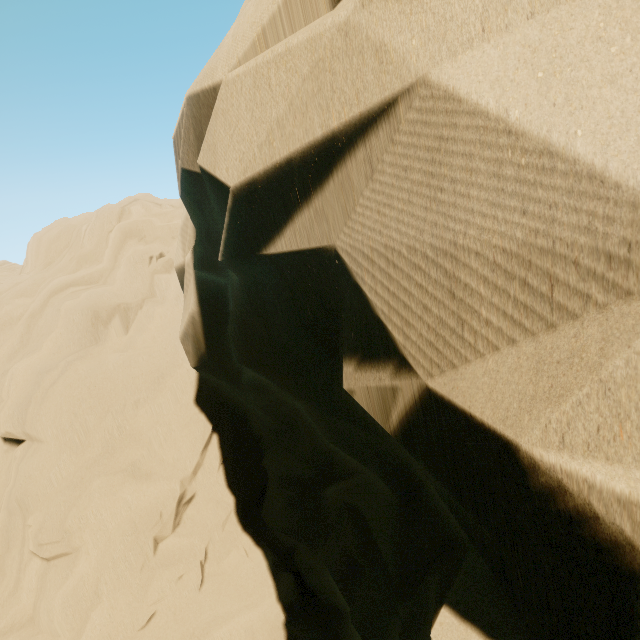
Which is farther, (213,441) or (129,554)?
(213,441)
